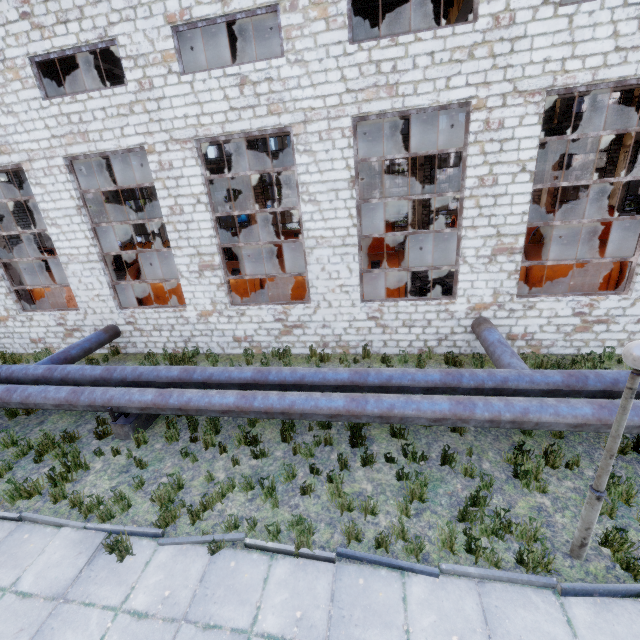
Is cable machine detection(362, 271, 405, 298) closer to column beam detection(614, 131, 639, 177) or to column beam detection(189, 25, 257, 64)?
column beam detection(189, 25, 257, 64)

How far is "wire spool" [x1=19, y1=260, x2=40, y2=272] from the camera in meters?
27.2 m

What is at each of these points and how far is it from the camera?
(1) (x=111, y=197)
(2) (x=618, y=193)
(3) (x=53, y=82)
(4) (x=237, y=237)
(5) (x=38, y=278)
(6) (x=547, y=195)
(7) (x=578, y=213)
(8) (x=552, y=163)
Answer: (1) column beam, 28.8 meters
(2) column beam, 22.3 meters
(3) column beam, 14.9 meters
(4) cable machine, 24.8 meters
(5) cable machine, 16.0 meters
(6) column beam, 23.1 meters
(7) cable machine, 20.3 meters
(8) column beam, 22.3 meters

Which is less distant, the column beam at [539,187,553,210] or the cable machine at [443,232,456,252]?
the cable machine at [443,232,456,252]

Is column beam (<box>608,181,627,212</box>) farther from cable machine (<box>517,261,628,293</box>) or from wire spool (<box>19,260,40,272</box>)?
wire spool (<box>19,260,40,272</box>)

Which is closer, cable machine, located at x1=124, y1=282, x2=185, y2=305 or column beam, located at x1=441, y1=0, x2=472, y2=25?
column beam, located at x1=441, y1=0, x2=472, y2=25

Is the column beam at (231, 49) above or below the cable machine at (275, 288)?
above

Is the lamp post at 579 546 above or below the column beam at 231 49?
below
